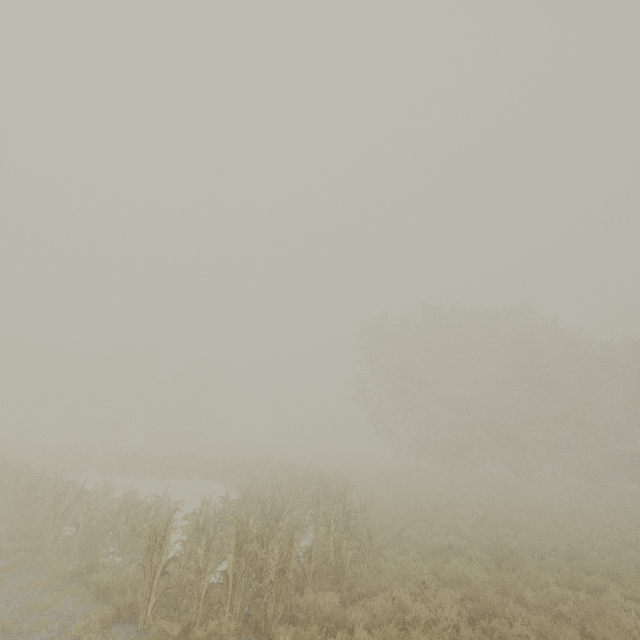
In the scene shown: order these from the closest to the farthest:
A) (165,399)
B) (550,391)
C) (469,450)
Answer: (550,391) → (469,450) → (165,399)
